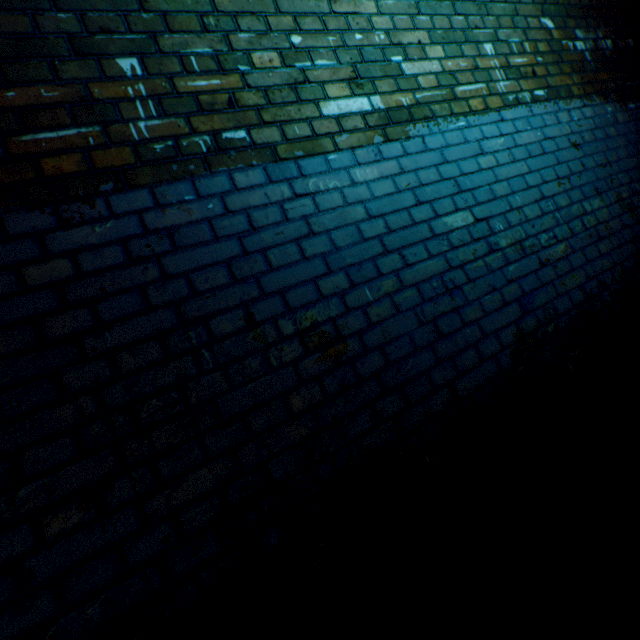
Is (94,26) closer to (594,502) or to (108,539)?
(108,539)
